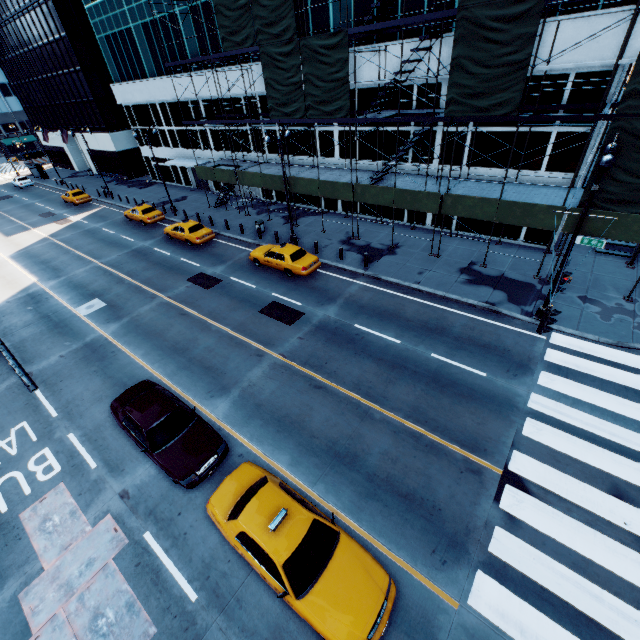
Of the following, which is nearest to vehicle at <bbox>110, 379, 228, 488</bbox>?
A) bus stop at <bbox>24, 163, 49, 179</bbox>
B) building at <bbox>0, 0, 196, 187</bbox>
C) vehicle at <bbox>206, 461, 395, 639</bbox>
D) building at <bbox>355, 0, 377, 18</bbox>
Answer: vehicle at <bbox>206, 461, 395, 639</bbox>

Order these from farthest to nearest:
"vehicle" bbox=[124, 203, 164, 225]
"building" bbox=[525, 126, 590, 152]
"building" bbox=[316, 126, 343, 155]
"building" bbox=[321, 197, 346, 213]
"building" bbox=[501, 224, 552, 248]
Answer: "vehicle" bbox=[124, 203, 164, 225] < "building" bbox=[321, 197, 346, 213] < "building" bbox=[316, 126, 343, 155] < "building" bbox=[501, 224, 552, 248] < "building" bbox=[525, 126, 590, 152]

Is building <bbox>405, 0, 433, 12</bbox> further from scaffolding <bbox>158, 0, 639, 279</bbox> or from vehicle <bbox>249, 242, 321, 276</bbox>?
vehicle <bbox>249, 242, 321, 276</bbox>

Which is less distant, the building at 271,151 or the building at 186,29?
the building at 186,29

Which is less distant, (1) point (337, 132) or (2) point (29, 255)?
(1) point (337, 132)

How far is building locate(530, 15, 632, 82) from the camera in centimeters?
1391cm

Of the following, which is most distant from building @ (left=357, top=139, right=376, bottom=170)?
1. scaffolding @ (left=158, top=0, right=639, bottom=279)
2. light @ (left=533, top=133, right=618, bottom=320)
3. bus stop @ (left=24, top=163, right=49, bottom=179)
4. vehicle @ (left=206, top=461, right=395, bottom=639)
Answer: bus stop @ (left=24, top=163, right=49, bottom=179)

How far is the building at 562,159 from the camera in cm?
1697
